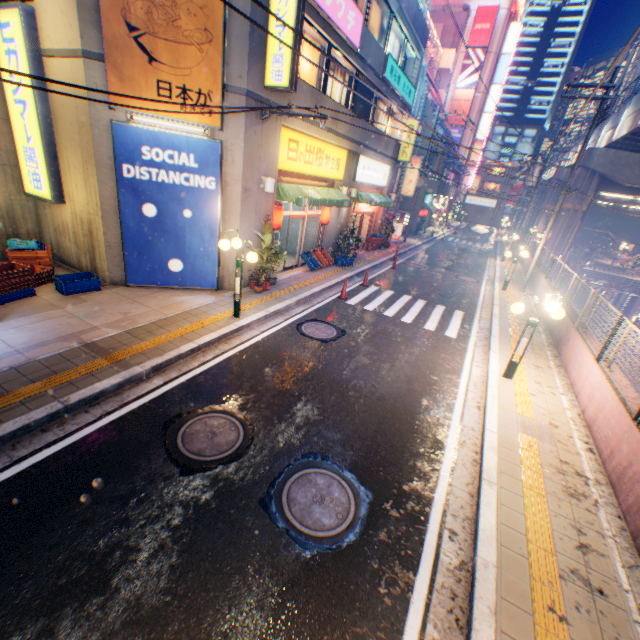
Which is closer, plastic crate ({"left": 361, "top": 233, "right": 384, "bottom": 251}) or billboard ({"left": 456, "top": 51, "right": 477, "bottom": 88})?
plastic crate ({"left": 361, "top": 233, "right": 384, "bottom": 251})

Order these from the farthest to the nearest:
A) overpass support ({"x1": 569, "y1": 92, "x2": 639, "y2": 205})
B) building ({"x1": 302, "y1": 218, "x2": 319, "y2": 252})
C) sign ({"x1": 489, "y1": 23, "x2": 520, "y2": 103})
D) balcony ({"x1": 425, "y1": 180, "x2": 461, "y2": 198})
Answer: sign ({"x1": 489, "y1": 23, "x2": 520, "y2": 103}) < balcony ({"x1": 425, "y1": 180, "x2": 461, "y2": 198}) < overpass support ({"x1": 569, "y1": 92, "x2": 639, "y2": 205}) < building ({"x1": 302, "y1": 218, "x2": 319, "y2": 252})

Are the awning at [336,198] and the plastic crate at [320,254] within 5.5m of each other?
yes

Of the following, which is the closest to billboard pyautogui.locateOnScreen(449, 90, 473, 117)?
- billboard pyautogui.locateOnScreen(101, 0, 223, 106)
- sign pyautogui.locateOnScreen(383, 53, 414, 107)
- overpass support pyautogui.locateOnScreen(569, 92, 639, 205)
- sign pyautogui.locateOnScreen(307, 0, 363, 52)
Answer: overpass support pyautogui.locateOnScreen(569, 92, 639, 205)

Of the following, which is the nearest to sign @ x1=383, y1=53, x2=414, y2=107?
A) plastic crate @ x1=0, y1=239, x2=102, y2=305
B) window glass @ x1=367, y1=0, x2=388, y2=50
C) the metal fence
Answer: window glass @ x1=367, y1=0, x2=388, y2=50

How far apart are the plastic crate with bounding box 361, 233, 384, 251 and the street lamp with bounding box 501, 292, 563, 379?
14.1 meters

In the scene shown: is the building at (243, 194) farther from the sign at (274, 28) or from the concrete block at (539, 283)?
the concrete block at (539, 283)

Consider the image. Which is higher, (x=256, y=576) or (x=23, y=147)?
(x=23, y=147)
